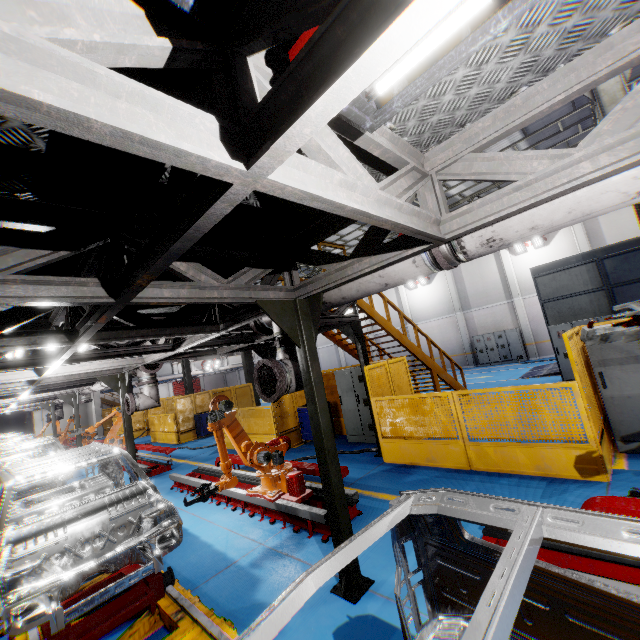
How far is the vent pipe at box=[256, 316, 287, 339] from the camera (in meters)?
4.60

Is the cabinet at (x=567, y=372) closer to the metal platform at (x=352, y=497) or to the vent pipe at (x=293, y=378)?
the metal platform at (x=352, y=497)

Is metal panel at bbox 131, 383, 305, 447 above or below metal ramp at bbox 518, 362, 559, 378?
above

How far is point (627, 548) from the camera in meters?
1.0 m

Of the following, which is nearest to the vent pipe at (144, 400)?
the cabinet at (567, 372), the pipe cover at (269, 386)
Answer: the pipe cover at (269, 386)

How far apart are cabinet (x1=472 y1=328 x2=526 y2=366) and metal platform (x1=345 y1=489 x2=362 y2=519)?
19.3m

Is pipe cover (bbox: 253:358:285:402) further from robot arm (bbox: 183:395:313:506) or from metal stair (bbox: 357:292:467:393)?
metal stair (bbox: 357:292:467:393)

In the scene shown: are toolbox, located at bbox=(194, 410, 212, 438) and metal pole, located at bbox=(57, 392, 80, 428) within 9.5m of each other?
yes
